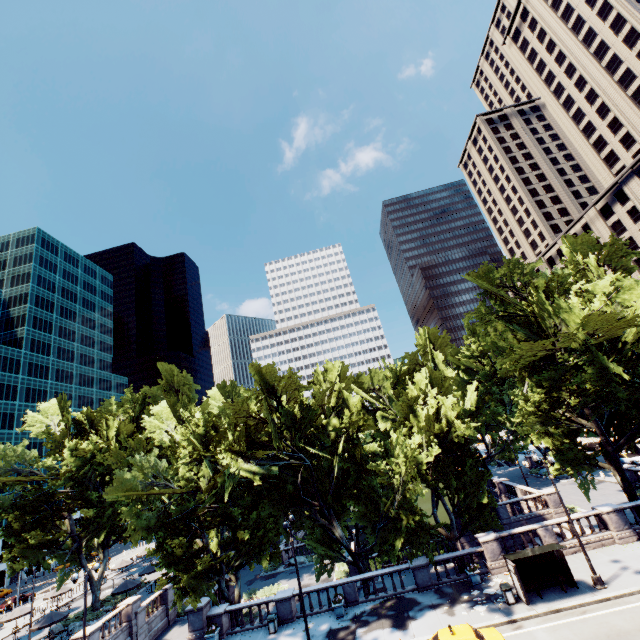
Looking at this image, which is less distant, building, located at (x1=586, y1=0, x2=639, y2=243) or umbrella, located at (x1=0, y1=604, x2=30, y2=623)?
Result: umbrella, located at (x1=0, y1=604, x2=30, y2=623)

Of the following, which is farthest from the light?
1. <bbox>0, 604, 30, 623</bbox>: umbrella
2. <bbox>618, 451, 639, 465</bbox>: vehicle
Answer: <bbox>0, 604, 30, 623</bbox>: umbrella

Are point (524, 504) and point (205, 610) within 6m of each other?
no

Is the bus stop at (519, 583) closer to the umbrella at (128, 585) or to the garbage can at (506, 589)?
the garbage can at (506, 589)

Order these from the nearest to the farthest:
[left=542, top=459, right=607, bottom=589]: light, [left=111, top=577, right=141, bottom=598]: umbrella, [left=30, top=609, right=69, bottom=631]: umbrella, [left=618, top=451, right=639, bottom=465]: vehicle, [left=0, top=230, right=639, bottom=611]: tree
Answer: [left=542, top=459, right=607, bottom=589]: light → [left=0, top=230, right=639, bottom=611]: tree → [left=30, top=609, right=69, bottom=631]: umbrella → [left=111, top=577, right=141, bottom=598]: umbrella → [left=618, top=451, right=639, bottom=465]: vehicle

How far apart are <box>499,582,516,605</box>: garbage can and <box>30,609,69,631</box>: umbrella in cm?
3833

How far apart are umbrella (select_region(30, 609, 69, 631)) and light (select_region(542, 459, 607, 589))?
43.41m

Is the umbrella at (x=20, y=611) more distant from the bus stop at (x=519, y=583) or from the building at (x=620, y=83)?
the building at (x=620, y=83)
